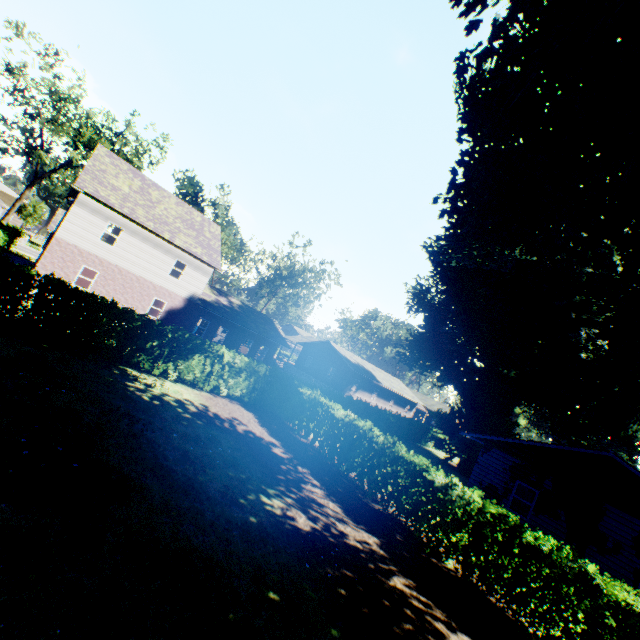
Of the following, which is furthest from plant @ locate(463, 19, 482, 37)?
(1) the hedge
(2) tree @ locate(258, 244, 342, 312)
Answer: (2) tree @ locate(258, 244, 342, 312)

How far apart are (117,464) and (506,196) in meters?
10.3 m

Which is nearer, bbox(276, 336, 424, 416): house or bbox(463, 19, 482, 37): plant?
bbox(463, 19, 482, 37): plant

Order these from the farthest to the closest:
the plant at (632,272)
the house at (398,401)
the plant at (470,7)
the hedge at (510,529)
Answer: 1. the house at (398,401)
2. the hedge at (510,529)
3. the plant at (632,272)
4. the plant at (470,7)

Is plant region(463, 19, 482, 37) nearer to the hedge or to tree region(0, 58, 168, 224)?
tree region(0, 58, 168, 224)

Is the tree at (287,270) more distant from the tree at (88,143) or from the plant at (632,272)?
the tree at (88,143)

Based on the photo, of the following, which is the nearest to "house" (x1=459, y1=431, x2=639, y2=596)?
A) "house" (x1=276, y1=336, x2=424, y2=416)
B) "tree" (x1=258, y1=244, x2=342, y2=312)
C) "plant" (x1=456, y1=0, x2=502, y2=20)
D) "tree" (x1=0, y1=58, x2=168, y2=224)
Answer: "plant" (x1=456, y1=0, x2=502, y2=20)

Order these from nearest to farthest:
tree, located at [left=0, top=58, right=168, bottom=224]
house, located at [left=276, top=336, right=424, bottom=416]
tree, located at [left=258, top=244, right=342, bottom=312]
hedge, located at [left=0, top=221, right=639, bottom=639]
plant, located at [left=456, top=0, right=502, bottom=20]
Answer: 1. plant, located at [left=456, top=0, right=502, bottom=20]
2. hedge, located at [left=0, top=221, right=639, bottom=639]
3. tree, located at [left=0, top=58, right=168, bottom=224]
4. house, located at [left=276, top=336, right=424, bottom=416]
5. tree, located at [left=258, top=244, right=342, bottom=312]
